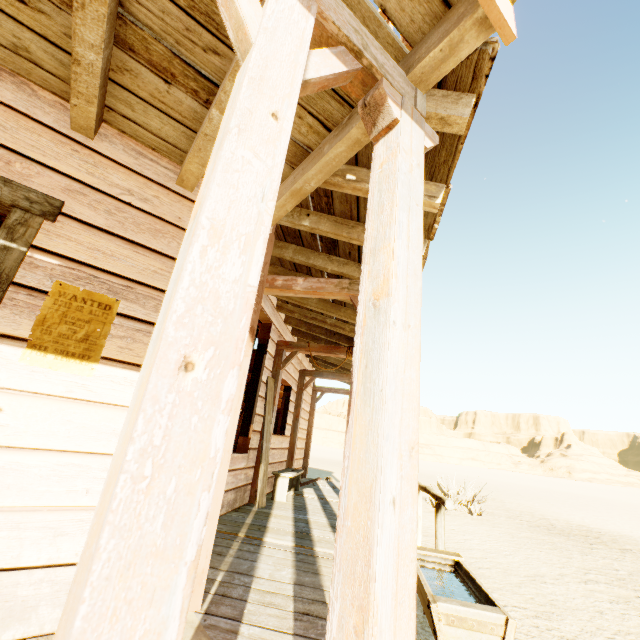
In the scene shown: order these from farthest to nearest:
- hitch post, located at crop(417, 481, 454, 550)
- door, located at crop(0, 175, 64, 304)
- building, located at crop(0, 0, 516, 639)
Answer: hitch post, located at crop(417, 481, 454, 550) < door, located at crop(0, 175, 64, 304) < building, located at crop(0, 0, 516, 639)

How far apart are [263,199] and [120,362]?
1.7m

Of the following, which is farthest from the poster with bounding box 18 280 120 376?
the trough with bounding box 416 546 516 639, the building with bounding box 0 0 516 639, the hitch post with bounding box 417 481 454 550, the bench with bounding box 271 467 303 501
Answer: the bench with bounding box 271 467 303 501

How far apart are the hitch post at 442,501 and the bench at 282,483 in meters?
2.3

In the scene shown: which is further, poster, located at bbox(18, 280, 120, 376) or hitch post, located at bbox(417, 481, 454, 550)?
hitch post, located at bbox(417, 481, 454, 550)

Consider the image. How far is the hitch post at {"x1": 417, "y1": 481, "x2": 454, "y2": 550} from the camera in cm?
406

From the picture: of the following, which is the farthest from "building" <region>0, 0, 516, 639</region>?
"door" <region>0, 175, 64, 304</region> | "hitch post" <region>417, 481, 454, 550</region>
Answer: "hitch post" <region>417, 481, 454, 550</region>

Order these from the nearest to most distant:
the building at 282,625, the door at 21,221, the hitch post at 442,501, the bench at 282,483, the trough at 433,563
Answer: the building at 282,625 < the door at 21,221 < the trough at 433,563 < the hitch post at 442,501 < the bench at 282,483
